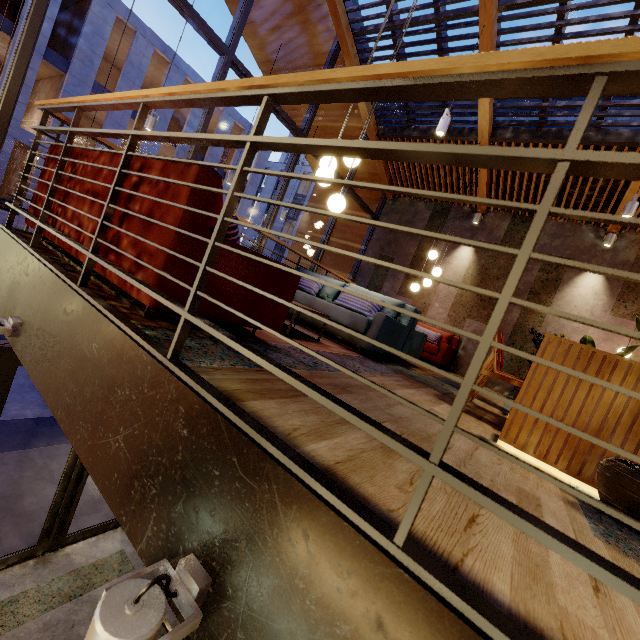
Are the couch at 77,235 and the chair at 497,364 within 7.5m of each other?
yes

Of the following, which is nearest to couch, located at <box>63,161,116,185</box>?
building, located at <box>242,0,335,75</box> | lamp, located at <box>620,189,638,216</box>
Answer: building, located at <box>242,0,335,75</box>

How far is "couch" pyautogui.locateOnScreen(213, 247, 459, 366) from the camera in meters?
2.0 m

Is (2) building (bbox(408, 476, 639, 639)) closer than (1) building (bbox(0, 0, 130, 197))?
Yes

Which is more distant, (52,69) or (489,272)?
(52,69)

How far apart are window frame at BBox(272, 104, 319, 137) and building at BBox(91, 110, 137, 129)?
16.76m

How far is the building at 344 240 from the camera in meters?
10.1 m
